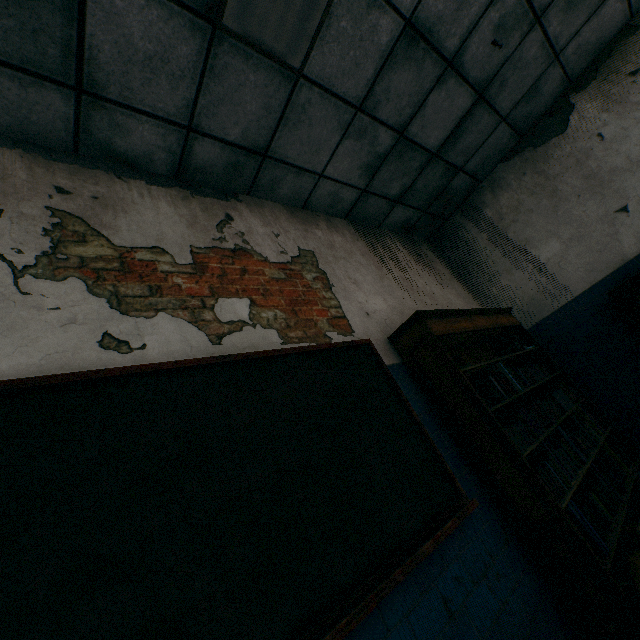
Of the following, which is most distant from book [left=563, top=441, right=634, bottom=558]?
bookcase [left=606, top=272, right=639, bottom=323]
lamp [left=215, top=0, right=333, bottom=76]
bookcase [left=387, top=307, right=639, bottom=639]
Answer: lamp [left=215, top=0, right=333, bottom=76]

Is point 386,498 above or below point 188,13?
below

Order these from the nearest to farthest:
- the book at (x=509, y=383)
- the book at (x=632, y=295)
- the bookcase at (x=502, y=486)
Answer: the bookcase at (x=502, y=486), the book at (x=509, y=383), the book at (x=632, y=295)

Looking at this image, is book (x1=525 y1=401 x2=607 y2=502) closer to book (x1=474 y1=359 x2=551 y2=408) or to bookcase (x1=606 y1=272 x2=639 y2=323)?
book (x1=474 y1=359 x2=551 y2=408)

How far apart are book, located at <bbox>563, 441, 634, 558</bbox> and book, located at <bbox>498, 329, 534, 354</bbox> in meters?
0.4 m

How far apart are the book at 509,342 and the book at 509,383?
0.2 meters

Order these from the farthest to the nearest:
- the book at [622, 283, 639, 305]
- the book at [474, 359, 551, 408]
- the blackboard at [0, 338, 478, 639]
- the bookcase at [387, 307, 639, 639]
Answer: the book at [622, 283, 639, 305]
the book at [474, 359, 551, 408]
the bookcase at [387, 307, 639, 639]
the blackboard at [0, 338, 478, 639]
